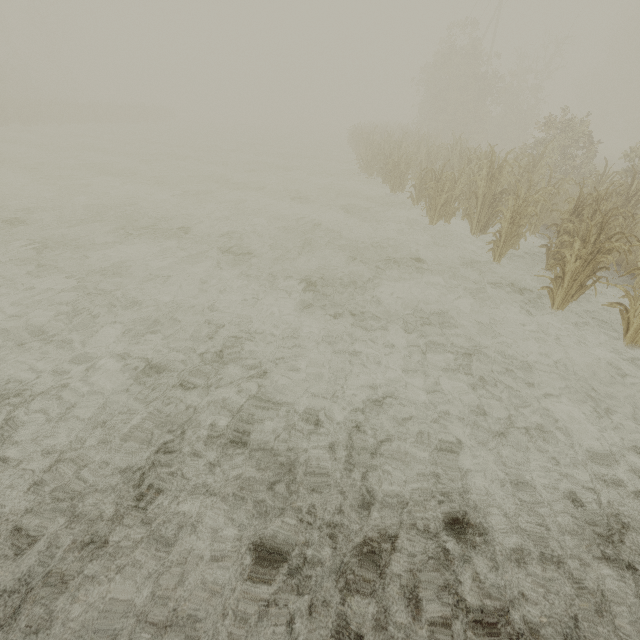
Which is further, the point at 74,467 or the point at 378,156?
the point at 378,156
